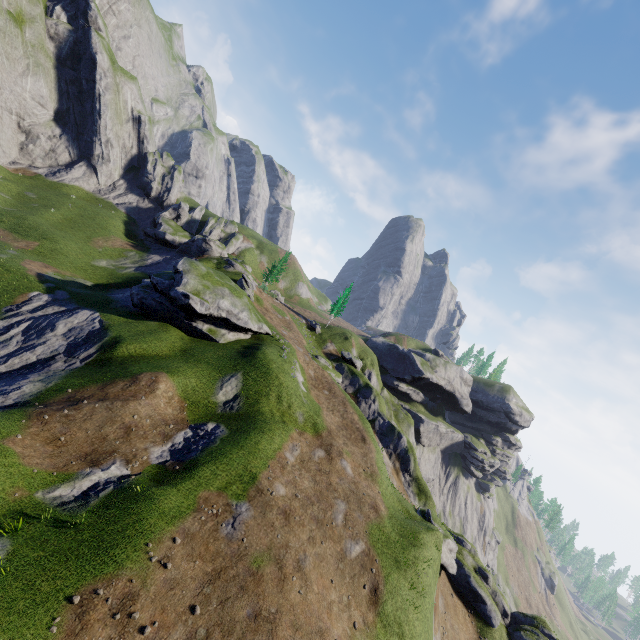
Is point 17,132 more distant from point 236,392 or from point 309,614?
point 309,614
